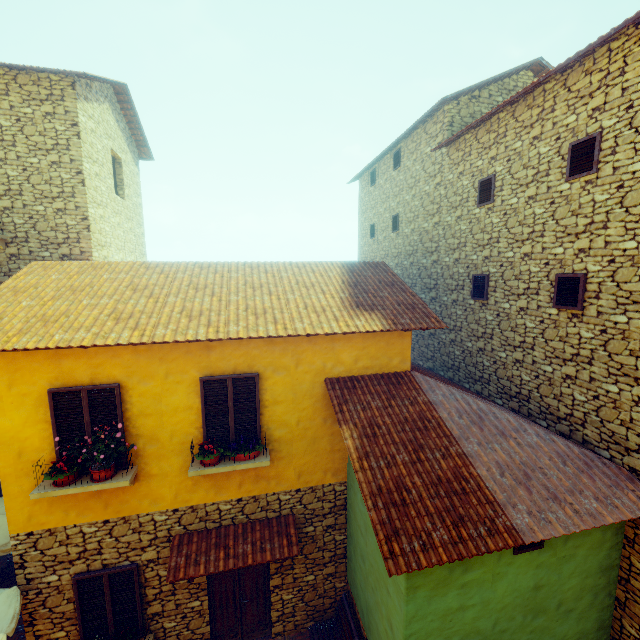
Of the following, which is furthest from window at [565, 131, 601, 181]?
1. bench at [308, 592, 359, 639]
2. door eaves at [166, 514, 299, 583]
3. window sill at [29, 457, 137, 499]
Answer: bench at [308, 592, 359, 639]

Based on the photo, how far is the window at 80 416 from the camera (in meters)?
5.66

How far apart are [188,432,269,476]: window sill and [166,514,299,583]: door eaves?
1.2m

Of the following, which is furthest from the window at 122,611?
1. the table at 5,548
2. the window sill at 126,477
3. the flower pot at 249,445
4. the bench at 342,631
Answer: the bench at 342,631

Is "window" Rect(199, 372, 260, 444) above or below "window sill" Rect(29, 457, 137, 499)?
above

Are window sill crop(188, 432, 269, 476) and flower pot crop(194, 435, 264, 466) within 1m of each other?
yes

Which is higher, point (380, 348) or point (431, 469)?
point (380, 348)

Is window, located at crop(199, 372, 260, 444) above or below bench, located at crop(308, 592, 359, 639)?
above
